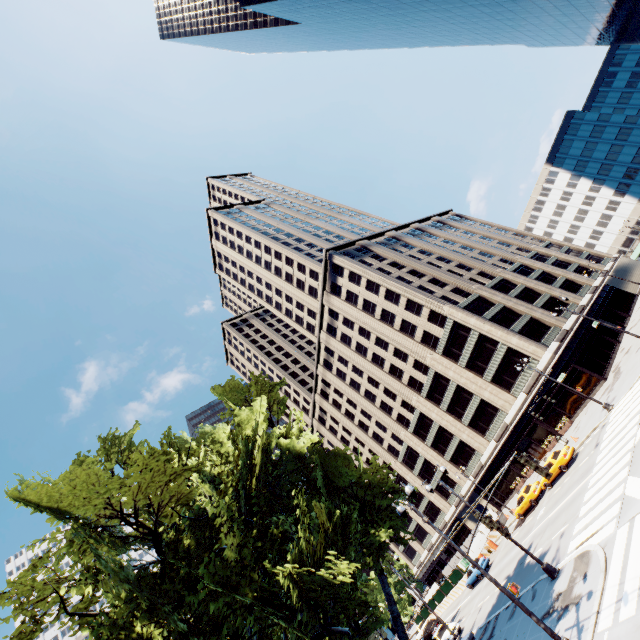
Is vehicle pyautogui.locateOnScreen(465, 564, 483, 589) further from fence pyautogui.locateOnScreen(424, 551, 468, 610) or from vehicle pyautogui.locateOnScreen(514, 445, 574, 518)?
vehicle pyautogui.locateOnScreen(514, 445, 574, 518)

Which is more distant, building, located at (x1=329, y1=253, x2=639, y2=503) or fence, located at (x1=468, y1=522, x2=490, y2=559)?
building, located at (x1=329, y1=253, x2=639, y2=503)

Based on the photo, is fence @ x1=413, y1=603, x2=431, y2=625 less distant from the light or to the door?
the door

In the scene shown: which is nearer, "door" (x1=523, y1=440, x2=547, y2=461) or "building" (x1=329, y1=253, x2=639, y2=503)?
"building" (x1=329, y1=253, x2=639, y2=503)

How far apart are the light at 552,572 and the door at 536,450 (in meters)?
31.98

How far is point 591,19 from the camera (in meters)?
48.44

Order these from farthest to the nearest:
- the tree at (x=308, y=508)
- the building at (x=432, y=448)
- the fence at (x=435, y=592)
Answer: the fence at (x=435, y=592), the building at (x=432, y=448), the tree at (x=308, y=508)

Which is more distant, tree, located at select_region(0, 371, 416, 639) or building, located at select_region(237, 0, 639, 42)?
building, located at select_region(237, 0, 639, 42)
